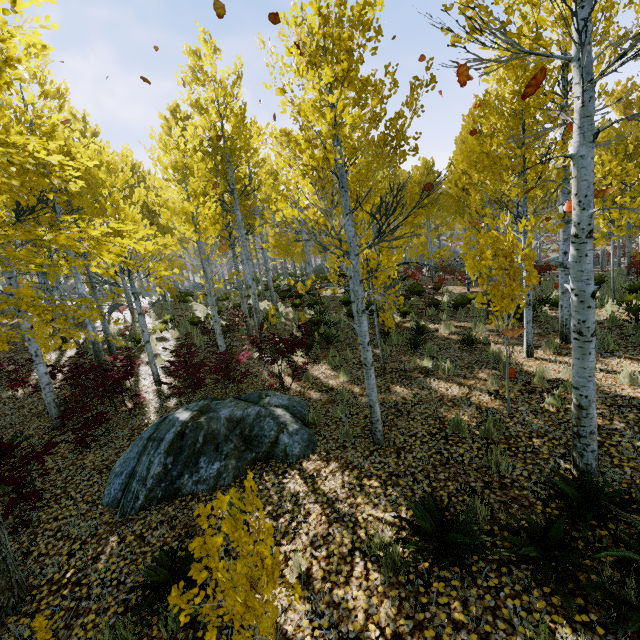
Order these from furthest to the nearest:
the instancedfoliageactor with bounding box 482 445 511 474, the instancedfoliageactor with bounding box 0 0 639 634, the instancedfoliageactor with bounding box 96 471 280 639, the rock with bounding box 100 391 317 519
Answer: the rock with bounding box 100 391 317 519
the instancedfoliageactor with bounding box 482 445 511 474
the instancedfoliageactor with bounding box 0 0 639 634
the instancedfoliageactor with bounding box 96 471 280 639

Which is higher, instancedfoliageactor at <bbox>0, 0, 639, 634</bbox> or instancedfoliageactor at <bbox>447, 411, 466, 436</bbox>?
instancedfoliageactor at <bbox>0, 0, 639, 634</bbox>

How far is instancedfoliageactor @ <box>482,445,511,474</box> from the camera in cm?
430

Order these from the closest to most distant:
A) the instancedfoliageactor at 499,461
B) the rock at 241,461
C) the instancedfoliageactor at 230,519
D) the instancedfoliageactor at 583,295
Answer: the instancedfoliageactor at 230,519
the instancedfoliageactor at 583,295
the instancedfoliageactor at 499,461
the rock at 241,461

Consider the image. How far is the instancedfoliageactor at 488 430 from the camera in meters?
5.0

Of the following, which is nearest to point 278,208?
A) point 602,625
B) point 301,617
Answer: point 301,617
